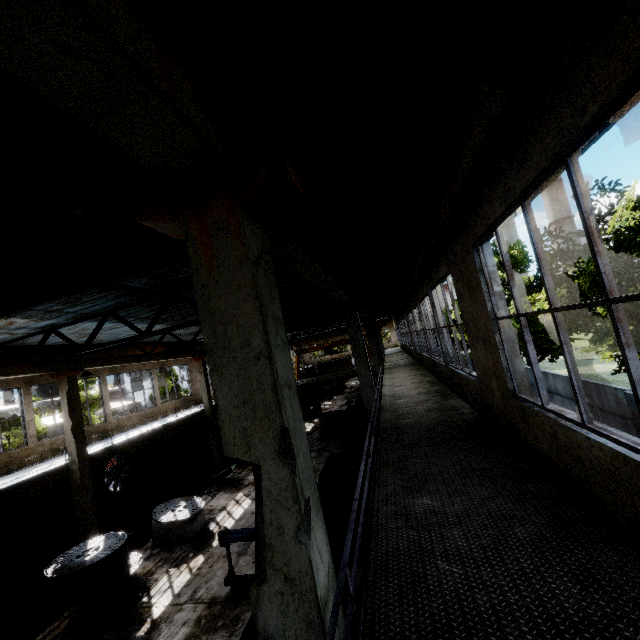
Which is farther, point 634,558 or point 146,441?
point 146,441

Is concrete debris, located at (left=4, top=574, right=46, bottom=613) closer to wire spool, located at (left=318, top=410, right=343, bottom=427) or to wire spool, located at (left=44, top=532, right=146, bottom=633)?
wire spool, located at (left=44, top=532, right=146, bottom=633)

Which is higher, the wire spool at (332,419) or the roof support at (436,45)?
the roof support at (436,45)

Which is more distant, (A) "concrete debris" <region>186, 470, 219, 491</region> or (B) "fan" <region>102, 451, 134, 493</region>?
(A) "concrete debris" <region>186, 470, 219, 491</region>

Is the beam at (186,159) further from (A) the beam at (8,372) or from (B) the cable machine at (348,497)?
(A) the beam at (8,372)

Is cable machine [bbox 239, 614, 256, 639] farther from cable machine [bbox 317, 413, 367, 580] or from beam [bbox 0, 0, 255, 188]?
beam [bbox 0, 0, 255, 188]

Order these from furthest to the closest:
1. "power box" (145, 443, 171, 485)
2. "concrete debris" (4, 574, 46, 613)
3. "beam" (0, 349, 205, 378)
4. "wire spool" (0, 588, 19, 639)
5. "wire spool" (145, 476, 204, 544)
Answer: "power box" (145, 443, 171, 485) < "wire spool" (145, 476, 204, 544) < "beam" (0, 349, 205, 378) < "concrete debris" (4, 574, 46, 613) < "wire spool" (0, 588, 19, 639)

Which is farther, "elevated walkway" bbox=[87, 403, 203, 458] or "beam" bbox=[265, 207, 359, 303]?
"elevated walkway" bbox=[87, 403, 203, 458]
